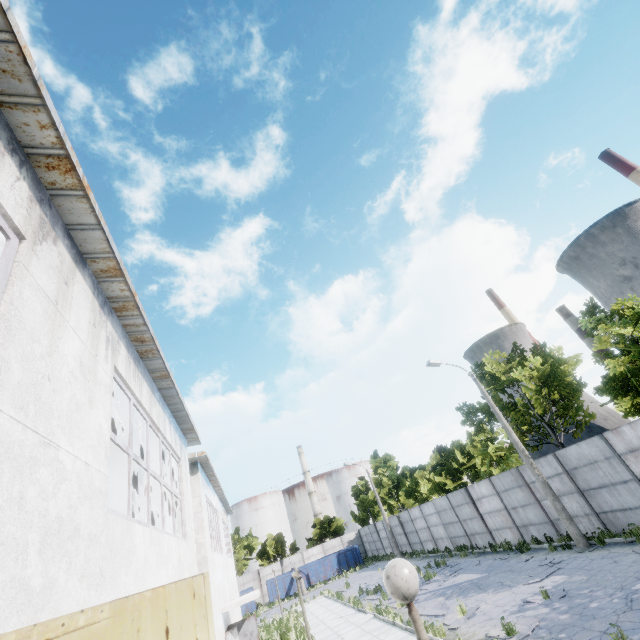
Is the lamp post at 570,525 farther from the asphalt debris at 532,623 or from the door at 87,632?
the door at 87,632

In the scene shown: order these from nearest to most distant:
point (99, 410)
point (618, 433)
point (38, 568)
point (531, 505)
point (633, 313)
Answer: point (38, 568)
point (99, 410)
point (618, 433)
point (633, 313)
point (531, 505)

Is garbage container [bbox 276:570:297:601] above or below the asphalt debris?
above

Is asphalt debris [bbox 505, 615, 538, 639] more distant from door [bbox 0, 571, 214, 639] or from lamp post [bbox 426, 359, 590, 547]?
door [bbox 0, 571, 214, 639]

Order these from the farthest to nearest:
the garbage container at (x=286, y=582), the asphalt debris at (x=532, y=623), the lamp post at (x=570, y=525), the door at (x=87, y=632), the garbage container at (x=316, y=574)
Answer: the garbage container at (x=316, y=574) → the garbage container at (x=286, y=582) → the lamp post at (x=570, y=525) → the asphalt debris at (x=532, y=623) → the door at (x=87, y=632)

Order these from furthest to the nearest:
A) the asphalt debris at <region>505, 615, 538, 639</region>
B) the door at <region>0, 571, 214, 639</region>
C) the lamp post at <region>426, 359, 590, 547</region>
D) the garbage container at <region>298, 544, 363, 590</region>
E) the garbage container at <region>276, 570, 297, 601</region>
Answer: the garbage container at <region>298, 544, 363, 590</region>, the garbage container at <region>276, 570, 297, 601</region>, the lamp post at <region>426, 359, 590, 547</region>, the asphalt debris at <region>505, 615, 538, 639</region>, the door at <region>0, 571, 214, 639</region>

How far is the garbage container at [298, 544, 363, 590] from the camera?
38.00m
